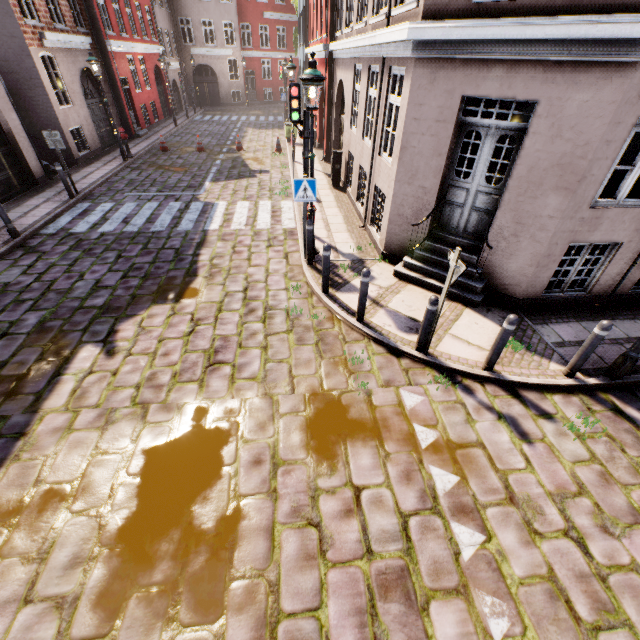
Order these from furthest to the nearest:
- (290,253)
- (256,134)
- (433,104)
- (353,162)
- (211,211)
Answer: (256,134), (353,162), (211,211), (290,253), (433,104)

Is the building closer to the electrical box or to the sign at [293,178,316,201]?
the electrical box

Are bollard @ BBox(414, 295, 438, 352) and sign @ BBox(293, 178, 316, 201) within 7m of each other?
yes

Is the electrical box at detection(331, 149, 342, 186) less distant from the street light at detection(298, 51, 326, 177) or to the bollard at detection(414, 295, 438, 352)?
the street light at detection(298, 51, 326, 177)

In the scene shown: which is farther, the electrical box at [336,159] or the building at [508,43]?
the electrical box at [336,159]

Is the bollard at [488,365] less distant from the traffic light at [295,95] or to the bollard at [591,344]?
the bollard at [591,344]

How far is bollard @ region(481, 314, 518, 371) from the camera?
4.6 meters

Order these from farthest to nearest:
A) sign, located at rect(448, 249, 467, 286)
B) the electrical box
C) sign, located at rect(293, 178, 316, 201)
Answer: the electrical box, sign, located at rect(293, 178, 316, 201), sign, located at rect(448, 249, 467, 286)
